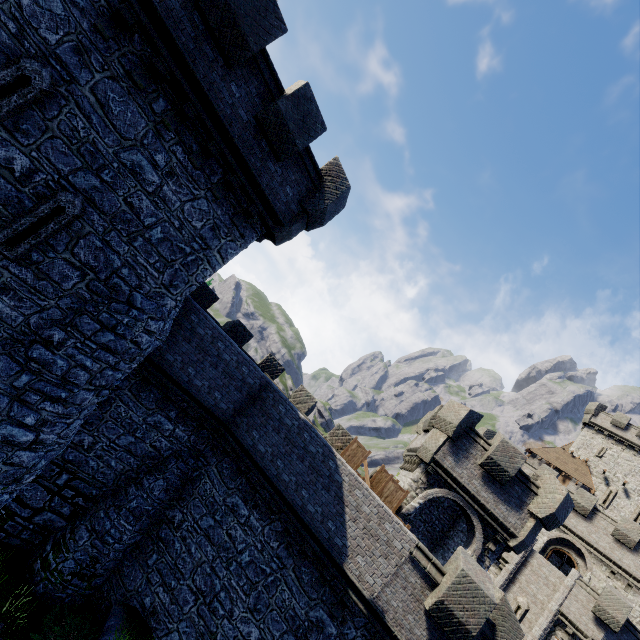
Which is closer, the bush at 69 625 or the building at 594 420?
the bush at 69 625

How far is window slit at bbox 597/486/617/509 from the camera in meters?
35.8 m

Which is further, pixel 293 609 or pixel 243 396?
pixel 243 396

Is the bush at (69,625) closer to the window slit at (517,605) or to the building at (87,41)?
the building at (87,41)

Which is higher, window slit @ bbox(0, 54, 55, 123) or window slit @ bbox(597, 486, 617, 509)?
window slit @ bbox(597, 486, 617, 509)

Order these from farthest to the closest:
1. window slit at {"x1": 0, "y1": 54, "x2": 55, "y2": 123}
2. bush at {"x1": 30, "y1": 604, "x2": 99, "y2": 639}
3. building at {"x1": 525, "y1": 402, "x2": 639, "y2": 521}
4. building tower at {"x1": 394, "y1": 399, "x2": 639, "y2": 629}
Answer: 1. building at {"x1": 525, "y1": 402, "x2": 639, "y2": 521}
2. building tower at {"x1": 394, "y1": 399, "x2": 639, "y2": 629}
3. bush at {"x1": 30, "y1": 604, "x2": 99, "y2": 639}
4. window slit at {"x1": 0, "y1": 54, "x2": 55, "y2": 123}

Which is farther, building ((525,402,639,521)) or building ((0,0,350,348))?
building ((525,402,639,521))

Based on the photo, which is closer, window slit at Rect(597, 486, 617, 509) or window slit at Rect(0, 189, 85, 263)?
window slit at Rect(0, 189, 85, 263)
